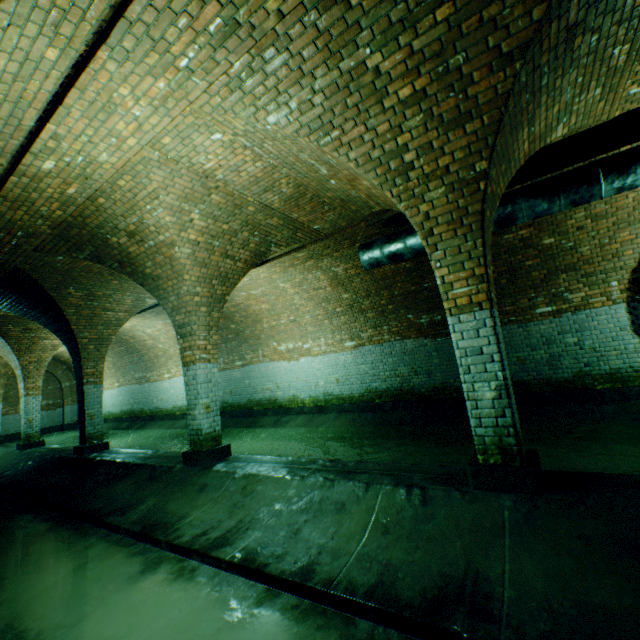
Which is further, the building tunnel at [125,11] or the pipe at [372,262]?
the pipe at [372,262]

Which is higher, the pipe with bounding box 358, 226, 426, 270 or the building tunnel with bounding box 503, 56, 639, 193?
the building tunnel with bounding box 503, 56, 639, 193

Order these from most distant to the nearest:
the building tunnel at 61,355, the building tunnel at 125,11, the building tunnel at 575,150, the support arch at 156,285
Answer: the building tunnel at 61,355 → the support arch at 156,285 → the building tunnel at 575,150 → the building tunnel at 125,11

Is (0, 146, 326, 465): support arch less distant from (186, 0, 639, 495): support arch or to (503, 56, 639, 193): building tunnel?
(503, 56, 639, 193): building tunnel

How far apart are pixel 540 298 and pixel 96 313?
11.2m

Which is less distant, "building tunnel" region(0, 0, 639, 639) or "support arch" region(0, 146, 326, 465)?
"building tunnel" region(0, 0, 639, 639)

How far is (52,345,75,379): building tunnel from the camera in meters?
17.8

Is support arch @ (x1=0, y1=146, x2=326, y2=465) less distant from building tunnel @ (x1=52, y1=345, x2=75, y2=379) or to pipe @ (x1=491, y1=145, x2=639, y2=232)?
building tunnel @ (x1=52, y1=345, x2=75, y2=379)
